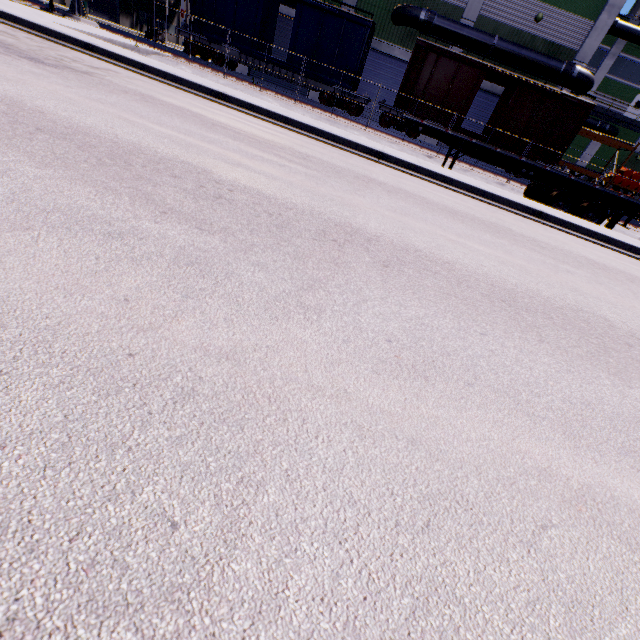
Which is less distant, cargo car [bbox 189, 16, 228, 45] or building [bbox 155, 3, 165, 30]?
cargo car [bbox 189, 16, 228, 45]

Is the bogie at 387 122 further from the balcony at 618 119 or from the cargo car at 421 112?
the balcony at 618 119

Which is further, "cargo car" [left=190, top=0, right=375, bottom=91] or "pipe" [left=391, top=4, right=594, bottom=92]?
"pipe" [left=391, top=4, right=594, bottom=92]

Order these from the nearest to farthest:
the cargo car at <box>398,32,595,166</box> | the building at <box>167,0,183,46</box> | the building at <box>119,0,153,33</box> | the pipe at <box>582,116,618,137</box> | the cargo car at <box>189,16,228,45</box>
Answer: the cargo car at <box>398,32,595,166</box>
the cargo car at <box>189,16,228,45</box>
the pipe at <box>582,116,618,137</box>
the building at <box>119,0,153,33</box>
the building at <box>167,0,183,46</box>

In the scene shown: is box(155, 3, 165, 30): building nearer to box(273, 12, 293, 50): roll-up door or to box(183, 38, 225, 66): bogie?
box(273, 12, 293, 50): roll-up door

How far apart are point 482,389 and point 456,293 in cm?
133

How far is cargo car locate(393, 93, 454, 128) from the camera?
20.2m

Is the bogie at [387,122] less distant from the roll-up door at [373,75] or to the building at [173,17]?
the roll-up door at [373,75]
